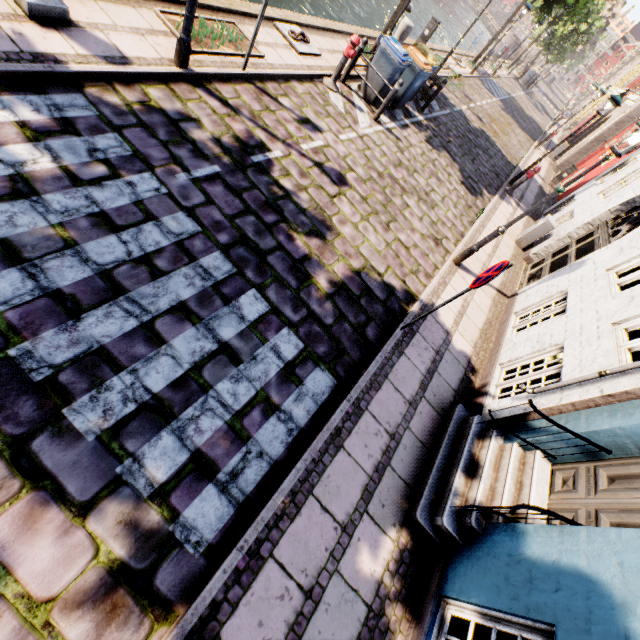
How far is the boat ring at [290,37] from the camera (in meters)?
8.06

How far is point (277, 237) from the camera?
5.0 meters

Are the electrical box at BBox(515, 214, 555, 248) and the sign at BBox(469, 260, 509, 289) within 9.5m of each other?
yes

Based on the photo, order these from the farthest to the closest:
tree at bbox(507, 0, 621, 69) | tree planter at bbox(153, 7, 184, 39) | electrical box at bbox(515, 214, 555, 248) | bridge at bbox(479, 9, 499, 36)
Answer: bridge at bbox(479, 9, 499, 36), tree at bbox(507, 0, 621, 69), electrical box at bbox(515, 214, 555, 248), tree planter at bbox(153, 7, 184, 39)

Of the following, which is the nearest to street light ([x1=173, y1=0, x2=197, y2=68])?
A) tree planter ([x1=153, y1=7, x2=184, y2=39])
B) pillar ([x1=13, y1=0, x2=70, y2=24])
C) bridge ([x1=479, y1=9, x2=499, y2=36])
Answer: tree planter ([x1=153, y1=7, x2=184, y2=39])

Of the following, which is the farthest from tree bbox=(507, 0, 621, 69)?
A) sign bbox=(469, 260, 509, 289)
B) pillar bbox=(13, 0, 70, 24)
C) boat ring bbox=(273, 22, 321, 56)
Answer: sign bbox=(469, 260, 509, 289)

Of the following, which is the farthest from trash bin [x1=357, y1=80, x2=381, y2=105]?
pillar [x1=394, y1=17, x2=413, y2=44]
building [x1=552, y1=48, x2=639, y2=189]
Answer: building [x1=552, y1=48, x2=639, y2=189]

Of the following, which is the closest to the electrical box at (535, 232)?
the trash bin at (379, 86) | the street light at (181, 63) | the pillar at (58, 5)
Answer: the trash bin at (379, 86)
